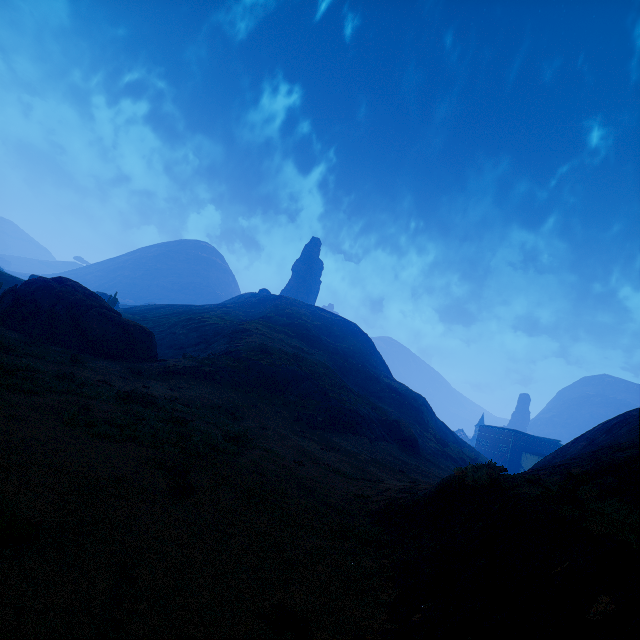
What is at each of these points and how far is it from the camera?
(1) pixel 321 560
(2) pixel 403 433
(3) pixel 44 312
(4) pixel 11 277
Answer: (1) z, 5.48m
(2) instancedfoliageactor, 36.28m
(3) instancedfoliageactor, 22.97m
(4) z, 54.03m

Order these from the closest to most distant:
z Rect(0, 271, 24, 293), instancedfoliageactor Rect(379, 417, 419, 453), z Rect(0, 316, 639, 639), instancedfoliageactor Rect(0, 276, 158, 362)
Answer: z Rect(0, 316, 639, 639) < instancedfoliageactor Rect(0, 276, 158, 362) < instancedfoliageactor Rect(379, 417, 419, 453) < z Rect(0, 271, 24, 293)

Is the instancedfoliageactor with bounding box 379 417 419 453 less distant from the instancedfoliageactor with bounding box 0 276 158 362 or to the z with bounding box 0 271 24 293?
the instancedfoliageactor with bounding box 0 276 158 362

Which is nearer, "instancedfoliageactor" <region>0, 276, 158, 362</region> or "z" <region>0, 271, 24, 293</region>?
"instancedfoliageactor" <region>0, 276, 158, 362</region>

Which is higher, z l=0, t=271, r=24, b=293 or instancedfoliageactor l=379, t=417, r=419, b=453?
z l=0, t=271, r=24, b=293

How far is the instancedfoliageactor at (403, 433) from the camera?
35.8m

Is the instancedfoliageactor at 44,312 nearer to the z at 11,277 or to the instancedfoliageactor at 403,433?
the instancedfoliageactor at 403,433

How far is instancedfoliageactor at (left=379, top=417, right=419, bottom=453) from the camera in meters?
35.8 m
